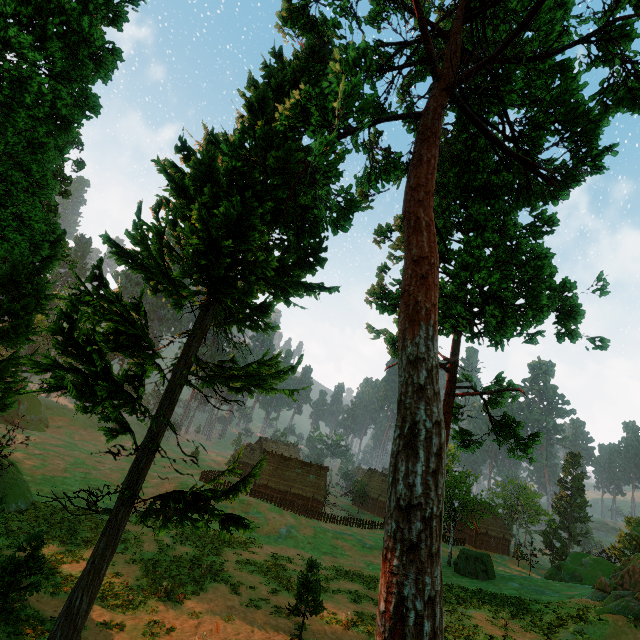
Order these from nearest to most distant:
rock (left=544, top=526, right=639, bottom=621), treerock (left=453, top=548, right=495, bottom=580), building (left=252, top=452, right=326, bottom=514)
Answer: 1. rock (left=544, top=526, right=639, bottom=621)
2. treerock (left=453, top=548, right=495, bottom=580)
3. building (left=252, top=452, right=326, bottom=514)

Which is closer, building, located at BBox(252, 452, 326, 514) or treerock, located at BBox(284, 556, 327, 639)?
treerock, located at BBox(284, 556, 327, 639)

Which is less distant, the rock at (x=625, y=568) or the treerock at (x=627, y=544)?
the rock at (x=625, y=568)

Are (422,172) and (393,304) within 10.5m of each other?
yes

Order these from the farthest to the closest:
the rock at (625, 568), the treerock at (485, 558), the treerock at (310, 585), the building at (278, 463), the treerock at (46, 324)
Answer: the building at (278, 463)
the treerock at (485, 558)
the rock at (625, 568)
the treerock at (310, 585)
the treerock at (46, 324)

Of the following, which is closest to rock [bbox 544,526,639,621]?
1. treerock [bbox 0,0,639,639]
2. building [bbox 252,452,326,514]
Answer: treerock [bbox 0,0,639,639]
